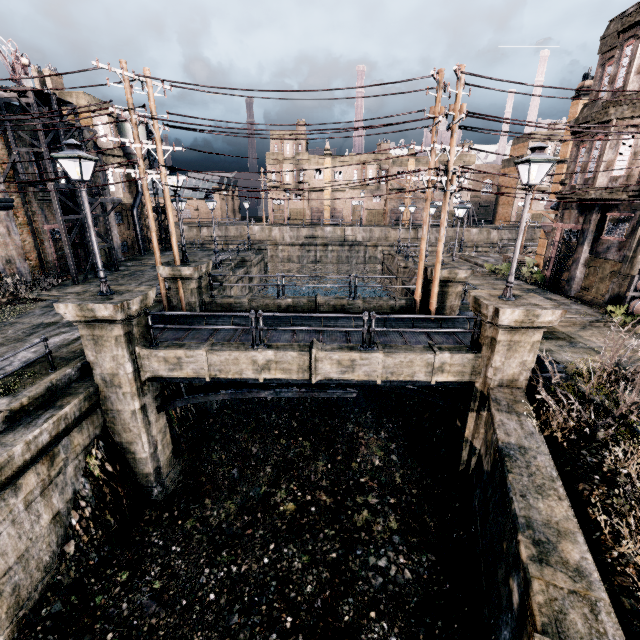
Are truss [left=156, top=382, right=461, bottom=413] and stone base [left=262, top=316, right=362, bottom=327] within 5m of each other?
yes

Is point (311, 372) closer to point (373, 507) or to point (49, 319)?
point (373, 507)

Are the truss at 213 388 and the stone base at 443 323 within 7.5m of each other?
yes

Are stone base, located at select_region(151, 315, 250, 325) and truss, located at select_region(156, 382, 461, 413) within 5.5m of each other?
yes

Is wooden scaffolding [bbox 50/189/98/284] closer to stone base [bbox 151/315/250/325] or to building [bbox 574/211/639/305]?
stone base [bbox 151/315/250/325]

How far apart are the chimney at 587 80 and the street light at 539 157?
25.47m

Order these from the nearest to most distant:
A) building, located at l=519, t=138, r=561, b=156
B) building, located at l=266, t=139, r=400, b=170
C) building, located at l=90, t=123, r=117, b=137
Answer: building, located at l=90, t=123, r=117, b=137
building, located at l=519, t=138, r=561, b=156
building, located at l=266, t=139, r=400, b=170

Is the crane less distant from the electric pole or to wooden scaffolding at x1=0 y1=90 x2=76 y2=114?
wooden scaffolding at x1=0 y1=90 x2=76 y2=114
